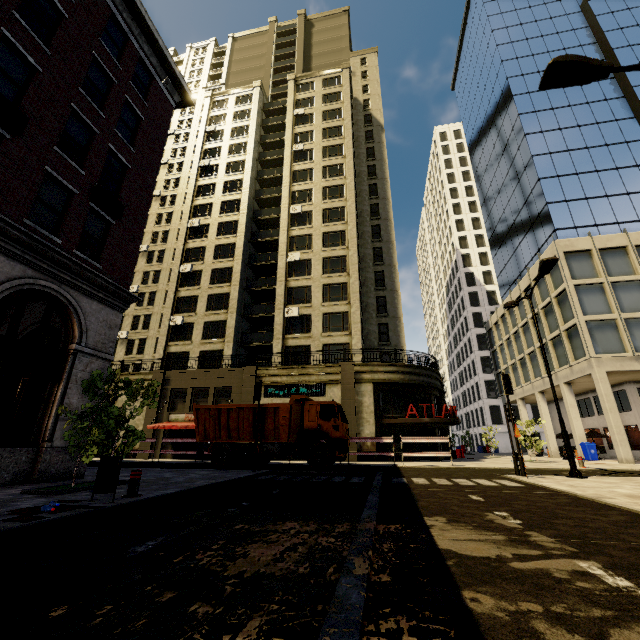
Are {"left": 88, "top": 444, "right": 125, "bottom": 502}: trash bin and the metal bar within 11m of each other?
yes

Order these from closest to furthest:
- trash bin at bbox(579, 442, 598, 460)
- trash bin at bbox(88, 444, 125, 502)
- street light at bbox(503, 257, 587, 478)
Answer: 1. trash bin at bbox(88, 444, 125, 502)
2. street light at bbox(503, 257, 587, 478)
3. trash bin at bbox(579, 442, 598, 460)

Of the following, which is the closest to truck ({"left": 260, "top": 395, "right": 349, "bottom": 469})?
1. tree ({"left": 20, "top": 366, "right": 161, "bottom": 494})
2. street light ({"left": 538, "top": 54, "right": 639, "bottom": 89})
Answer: tree ({"left": 20, "top": 366, "right": 161, "bottom": 494})

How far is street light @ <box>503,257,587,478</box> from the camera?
11.94m

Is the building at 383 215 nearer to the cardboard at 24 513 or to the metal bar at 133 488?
the cardboard at 24 513

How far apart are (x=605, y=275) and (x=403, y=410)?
18.8 meters

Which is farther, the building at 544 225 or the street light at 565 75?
the building at 544 225

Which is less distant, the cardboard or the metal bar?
the cardboard
